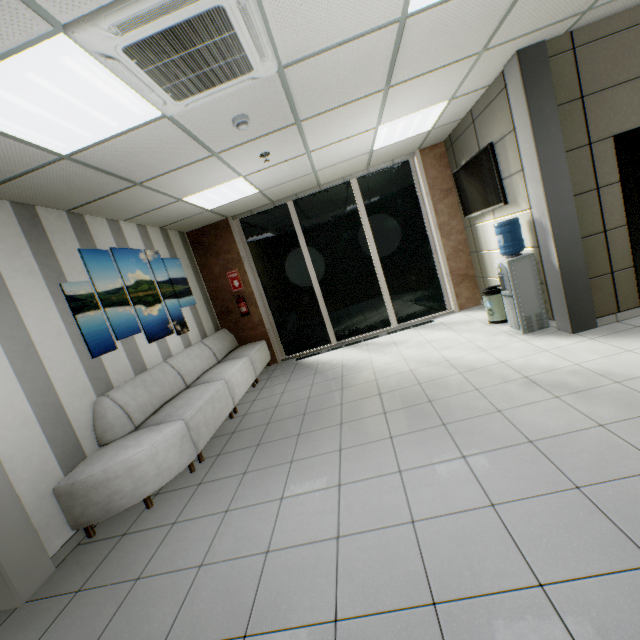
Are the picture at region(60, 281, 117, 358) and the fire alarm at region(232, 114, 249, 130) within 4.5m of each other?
yes

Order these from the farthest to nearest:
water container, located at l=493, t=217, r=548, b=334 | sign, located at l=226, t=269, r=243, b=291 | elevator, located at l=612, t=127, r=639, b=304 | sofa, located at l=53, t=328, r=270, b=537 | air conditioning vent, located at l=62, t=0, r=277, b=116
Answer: sign, located at l=226, t=269, r=243, b=291 → water container, located at l=493, t=217, r=548, b=334 → elevator, located at l=612, t=127, r=639, b=304 → sofa, located at l=53, t=328, r=270, b=537 → air conditioning vent, located at l=62, t=0, r=277, b=116

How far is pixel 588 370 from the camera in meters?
3.1

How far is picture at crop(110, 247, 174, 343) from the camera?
4.6 meters

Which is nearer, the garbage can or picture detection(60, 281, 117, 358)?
picture detection(60, 281, 117, 358)

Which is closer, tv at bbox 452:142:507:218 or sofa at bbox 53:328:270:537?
sofa at bbox 53:328:270:537

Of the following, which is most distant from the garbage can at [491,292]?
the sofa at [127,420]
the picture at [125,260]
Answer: the picture at [125,260]

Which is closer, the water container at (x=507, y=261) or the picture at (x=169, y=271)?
the water container at (x=507, y=261)
